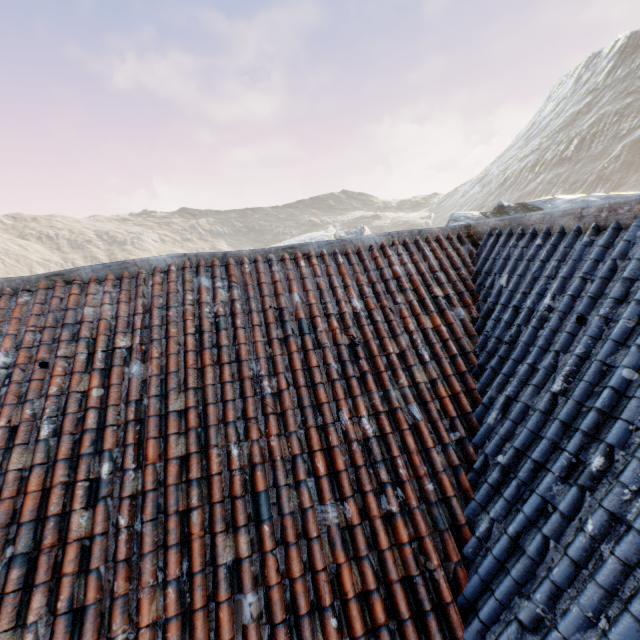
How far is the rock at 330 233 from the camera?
22.80m

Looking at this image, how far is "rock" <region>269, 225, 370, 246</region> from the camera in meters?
22.8

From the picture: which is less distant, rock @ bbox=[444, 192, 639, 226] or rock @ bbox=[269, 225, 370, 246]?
rock @ bbox=[444, 192, 639, 226]

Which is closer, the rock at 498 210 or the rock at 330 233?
the rock at 498 210

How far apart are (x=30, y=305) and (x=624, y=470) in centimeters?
584cm
